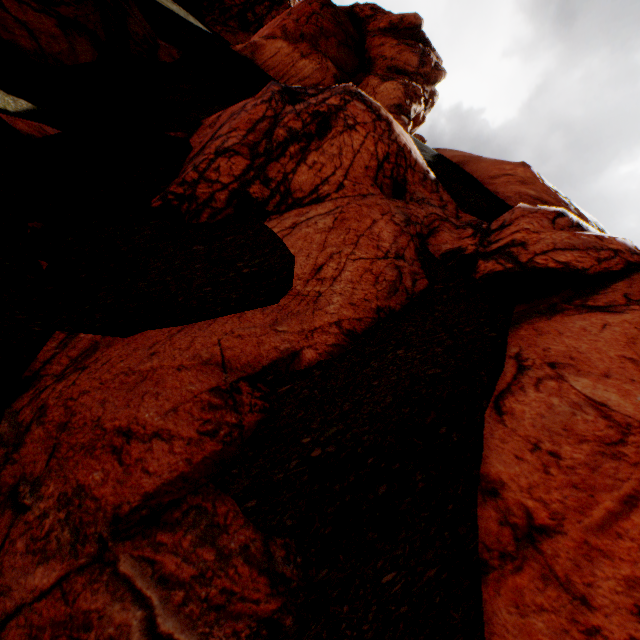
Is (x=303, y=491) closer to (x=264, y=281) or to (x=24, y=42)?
(x=264, y=281)

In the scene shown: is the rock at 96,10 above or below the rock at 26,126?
above

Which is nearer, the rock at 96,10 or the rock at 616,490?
the rock at 616,490

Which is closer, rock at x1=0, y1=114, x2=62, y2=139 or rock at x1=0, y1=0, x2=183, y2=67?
rock at x1=0, y1=114, x2=62, y2=139

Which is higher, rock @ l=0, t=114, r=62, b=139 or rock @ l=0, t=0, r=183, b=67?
rock @ l=0, t=0, r=183, b=67

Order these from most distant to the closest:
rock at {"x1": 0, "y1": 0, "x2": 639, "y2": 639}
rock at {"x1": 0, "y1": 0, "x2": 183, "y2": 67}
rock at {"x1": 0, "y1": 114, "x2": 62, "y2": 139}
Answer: rock at {"x1": 0, "y1": 0, "x2": 183, "y2": 67} → rock at {"x1": 0, "y1": 114, "x2": 62, "y2": 139} → rock at {"x1": 0, "y1": 0, "x2": 639, "y2": 639}
